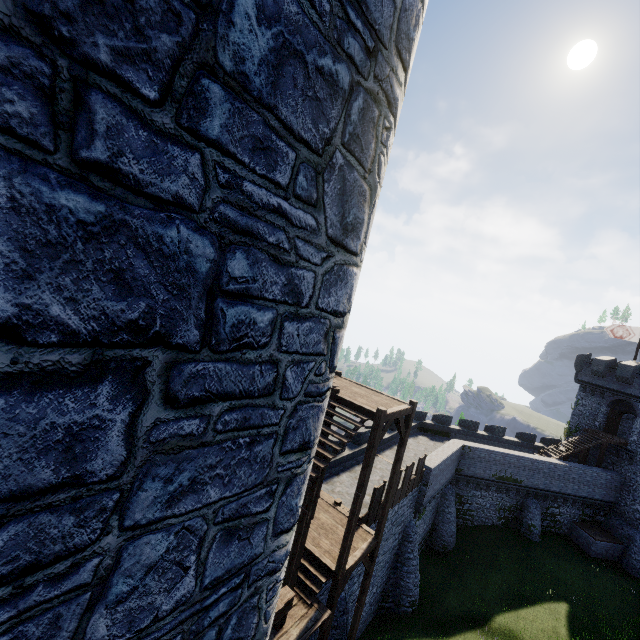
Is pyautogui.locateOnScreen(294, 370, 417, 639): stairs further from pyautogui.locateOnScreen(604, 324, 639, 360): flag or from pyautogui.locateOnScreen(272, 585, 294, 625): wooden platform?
pyautogui.locateOnScreen(604, 324, 639, 360): flag

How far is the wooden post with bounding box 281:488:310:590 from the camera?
9.30m

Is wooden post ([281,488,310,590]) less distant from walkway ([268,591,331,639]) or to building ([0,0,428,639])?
walkway ([268,591,331,639])

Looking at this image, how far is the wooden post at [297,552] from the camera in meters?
9.3

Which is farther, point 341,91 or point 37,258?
point 341,91

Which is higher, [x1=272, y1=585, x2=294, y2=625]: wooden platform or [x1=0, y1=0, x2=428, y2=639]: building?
[x1=0, y1=0, x2=428, y2=639]: building

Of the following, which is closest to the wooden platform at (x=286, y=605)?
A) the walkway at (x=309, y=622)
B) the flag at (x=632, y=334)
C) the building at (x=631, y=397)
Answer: the walkway at (x=309, y=622)
